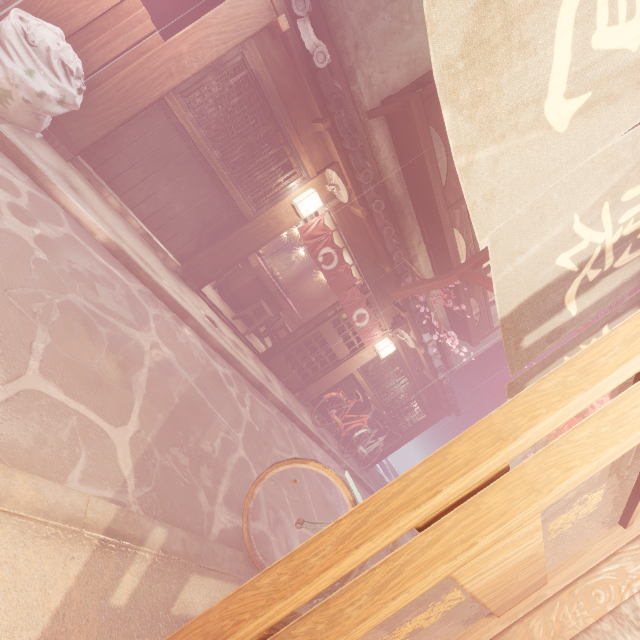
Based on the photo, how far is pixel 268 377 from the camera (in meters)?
11.85

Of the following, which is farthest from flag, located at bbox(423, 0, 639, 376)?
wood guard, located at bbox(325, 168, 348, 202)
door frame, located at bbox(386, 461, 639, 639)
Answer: wood guard, located at bbox(325, 168, 348, 202)

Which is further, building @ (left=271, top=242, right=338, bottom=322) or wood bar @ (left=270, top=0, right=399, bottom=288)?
→ building @ (left=271, top=242, right=338, bottom=322)

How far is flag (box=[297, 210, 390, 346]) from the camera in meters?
10.2 m

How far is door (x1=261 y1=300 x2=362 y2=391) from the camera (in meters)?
12.62

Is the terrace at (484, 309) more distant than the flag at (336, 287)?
Yes

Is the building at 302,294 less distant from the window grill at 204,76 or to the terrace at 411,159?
the window grill at 204,76

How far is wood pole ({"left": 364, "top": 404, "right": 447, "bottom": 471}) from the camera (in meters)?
18.59
